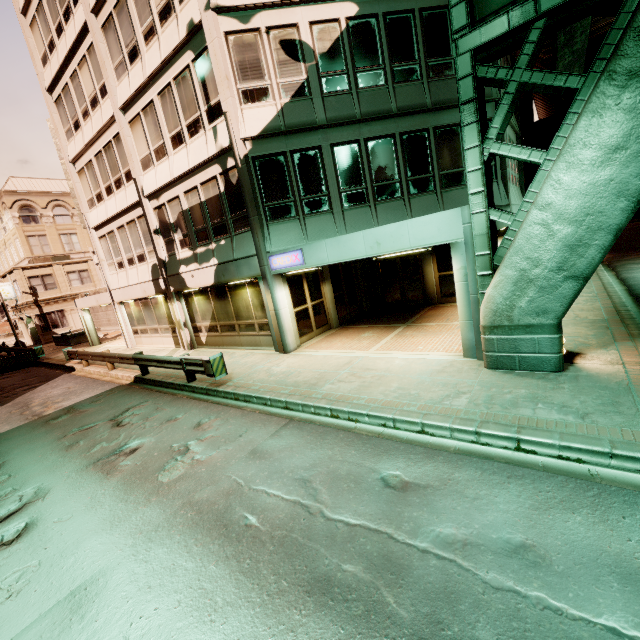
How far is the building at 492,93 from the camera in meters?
11.6

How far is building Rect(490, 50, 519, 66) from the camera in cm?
1155

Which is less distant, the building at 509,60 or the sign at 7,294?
the building at 509,60

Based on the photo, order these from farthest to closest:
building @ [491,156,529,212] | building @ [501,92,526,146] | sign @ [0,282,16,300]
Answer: sign @ [0,282,16,300] → building @ [501,92,526,146] → building @ [491,156,529,212]

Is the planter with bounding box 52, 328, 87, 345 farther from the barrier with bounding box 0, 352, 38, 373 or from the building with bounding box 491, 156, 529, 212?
the barrier with bounding box 0, 352, 38, 373

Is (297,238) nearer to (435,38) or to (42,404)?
(435,38)
